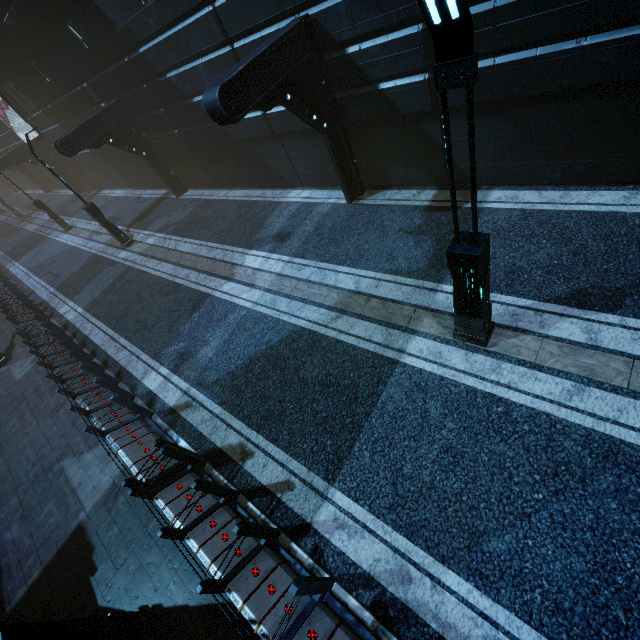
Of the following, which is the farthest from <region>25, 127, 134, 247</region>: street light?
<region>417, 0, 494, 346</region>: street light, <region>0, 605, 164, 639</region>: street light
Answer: <region>417, 0, 494, 346</region>: street light

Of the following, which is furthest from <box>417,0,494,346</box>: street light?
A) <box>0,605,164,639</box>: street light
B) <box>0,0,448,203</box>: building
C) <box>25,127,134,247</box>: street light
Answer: <box>25,127,134,247</box>: street light

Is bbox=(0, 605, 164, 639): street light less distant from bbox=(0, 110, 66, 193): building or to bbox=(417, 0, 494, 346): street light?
bbox=(0, 110, 66, 193): building

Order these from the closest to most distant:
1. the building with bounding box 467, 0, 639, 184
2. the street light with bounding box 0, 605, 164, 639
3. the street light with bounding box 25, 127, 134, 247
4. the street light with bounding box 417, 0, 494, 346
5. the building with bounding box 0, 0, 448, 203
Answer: the street light with bounding box 417, 0, 494, 346 → the street light with bounding box 0, 605, 164, 639 → the building with bounding box 467, 0, 639, 184 → the building with bounding box 0, 0, 448, 203 → the street light with bounding box 25, 127, 134, 247

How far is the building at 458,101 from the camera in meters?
7.5 m

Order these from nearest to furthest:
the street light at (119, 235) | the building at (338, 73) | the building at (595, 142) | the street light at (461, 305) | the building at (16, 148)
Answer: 1. the street light at (461, 305)
2. the building at (595, 142)
3. the building at (338, 73)
4. the street light at (119, 235)
5. the building at (16, 148)

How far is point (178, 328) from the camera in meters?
10.7 m

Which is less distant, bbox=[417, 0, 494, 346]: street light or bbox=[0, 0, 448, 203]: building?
bbox=[417, 0, 494, 346]: street light
